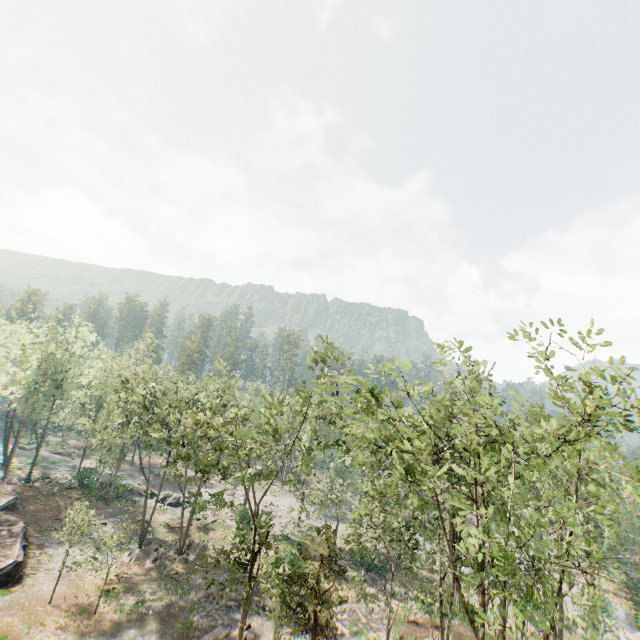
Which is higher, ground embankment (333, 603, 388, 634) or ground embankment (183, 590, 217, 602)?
ground embankment (333, 603, 388, 634)

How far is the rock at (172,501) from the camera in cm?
4603

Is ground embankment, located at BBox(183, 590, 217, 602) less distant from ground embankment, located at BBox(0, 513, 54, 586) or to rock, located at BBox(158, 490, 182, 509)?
ground embankment, located at BBox(0, 513, 54, 586)

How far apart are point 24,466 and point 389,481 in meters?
67.4

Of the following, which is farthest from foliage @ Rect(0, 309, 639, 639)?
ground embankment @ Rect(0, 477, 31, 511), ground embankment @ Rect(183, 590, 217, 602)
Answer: ground embankment @ Rect(183, 590, 217, 602)

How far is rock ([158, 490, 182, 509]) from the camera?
46.0 meters

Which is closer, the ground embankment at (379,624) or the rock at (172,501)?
the ground embankment at (379,624)
